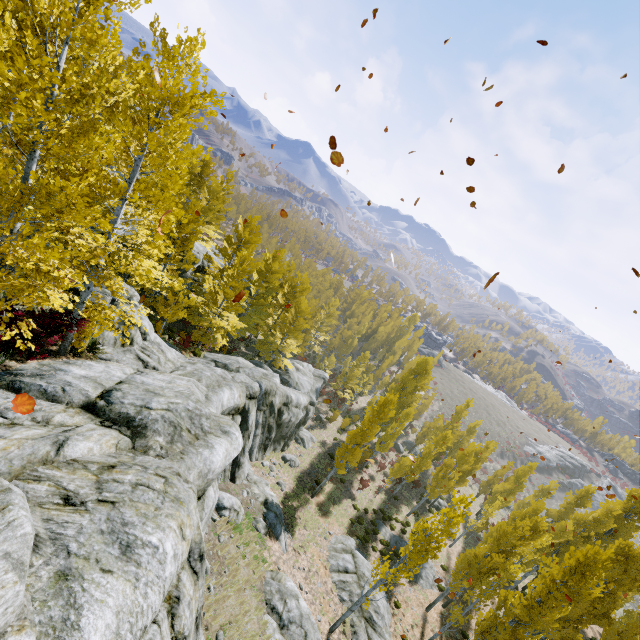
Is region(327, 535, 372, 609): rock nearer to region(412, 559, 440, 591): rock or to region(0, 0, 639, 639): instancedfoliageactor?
region(0, 0, 639, 639): instancedfoliageactor

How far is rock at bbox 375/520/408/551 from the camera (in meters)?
27.50

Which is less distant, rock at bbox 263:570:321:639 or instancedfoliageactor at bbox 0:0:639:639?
instancedfoliageactor at bbox 0:0:639:639

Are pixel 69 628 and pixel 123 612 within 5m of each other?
yes

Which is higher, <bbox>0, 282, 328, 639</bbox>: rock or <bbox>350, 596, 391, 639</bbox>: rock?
<bbox>0, 282, 328, 639</bbox>: rock

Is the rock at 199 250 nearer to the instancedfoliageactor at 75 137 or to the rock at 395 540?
the instancedfoliageactor at 75 137

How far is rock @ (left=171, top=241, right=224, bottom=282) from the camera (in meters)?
25.34
